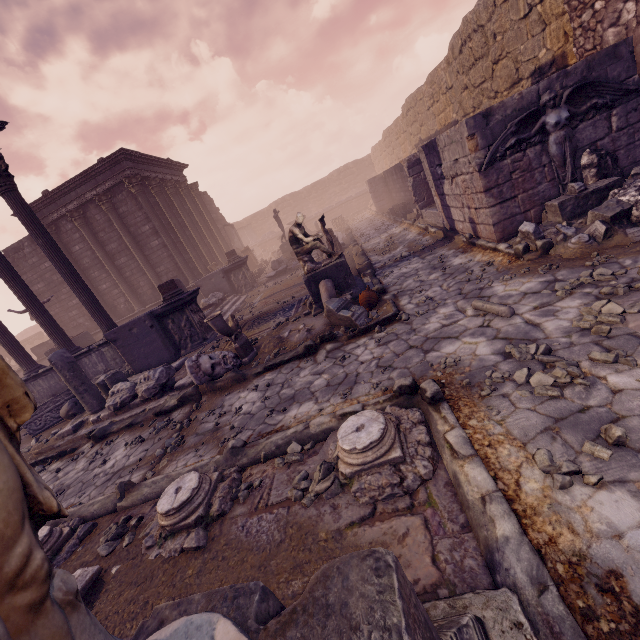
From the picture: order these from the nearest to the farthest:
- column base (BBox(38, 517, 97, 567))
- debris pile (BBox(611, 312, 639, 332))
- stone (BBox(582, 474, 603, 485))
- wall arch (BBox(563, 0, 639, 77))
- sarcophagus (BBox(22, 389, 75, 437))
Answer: stone (BBox(582, 474, 603, 485)) < debris pile (BBox(611, 312, 639, 332)) < column base (BBox(38, 517, 97, 567)) < wall arch (BBox(563, 0, 639, 77)) < sarcophagus (BBox(22, 389, 75, 437))

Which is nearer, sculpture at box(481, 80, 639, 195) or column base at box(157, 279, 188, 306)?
sculpture at box(481, 80, 639, 195)

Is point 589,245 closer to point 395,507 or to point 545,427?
point 545,427

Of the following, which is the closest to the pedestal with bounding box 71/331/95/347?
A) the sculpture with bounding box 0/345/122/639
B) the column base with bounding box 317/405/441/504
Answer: the column base with bounding box 317/405/441/504

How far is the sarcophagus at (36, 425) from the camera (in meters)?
9.30

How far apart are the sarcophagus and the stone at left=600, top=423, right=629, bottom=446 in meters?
11.7 m

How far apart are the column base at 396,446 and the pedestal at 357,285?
3.99m

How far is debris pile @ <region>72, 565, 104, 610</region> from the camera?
2.84m
